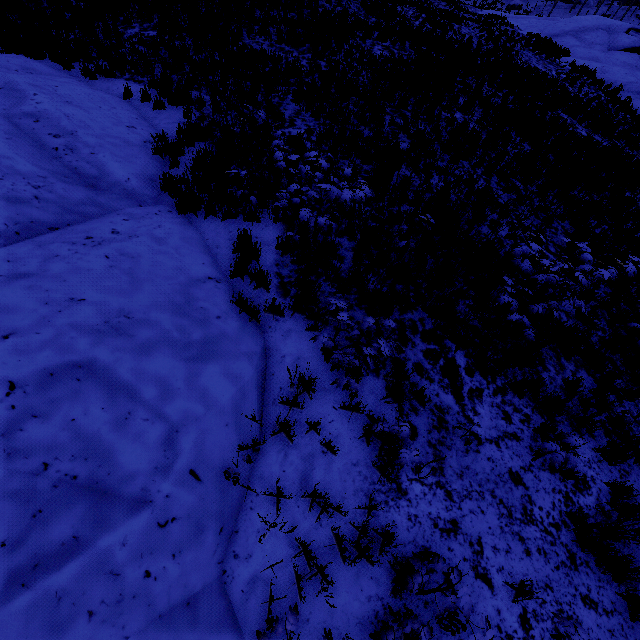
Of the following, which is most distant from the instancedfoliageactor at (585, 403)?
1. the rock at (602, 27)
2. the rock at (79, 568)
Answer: the rock at (602, 27)

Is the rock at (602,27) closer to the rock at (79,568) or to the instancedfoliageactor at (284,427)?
the instancedfoliageactor at (284,427)

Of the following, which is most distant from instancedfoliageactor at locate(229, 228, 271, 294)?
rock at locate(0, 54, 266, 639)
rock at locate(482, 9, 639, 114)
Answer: rock at locate(482, 9, 639, 114)

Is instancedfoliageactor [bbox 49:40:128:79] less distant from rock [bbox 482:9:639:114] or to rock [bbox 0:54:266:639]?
rock [bbox 0:54:266:639]

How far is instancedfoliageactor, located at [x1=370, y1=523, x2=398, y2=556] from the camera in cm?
337

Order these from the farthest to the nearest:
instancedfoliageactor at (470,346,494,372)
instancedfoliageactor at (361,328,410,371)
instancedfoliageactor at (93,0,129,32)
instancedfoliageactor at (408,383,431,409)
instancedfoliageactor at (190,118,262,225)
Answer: instancedfoliageactor at (93,0,129,32), instancedfoliageactor at (190,118,262,225), instancedfoliageactor at (470,346,494,372), instancedfoliageactor at (408,383,431,409), instancedfoliageactor at (361,328,410,371)

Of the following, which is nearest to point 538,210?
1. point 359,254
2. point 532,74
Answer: point 359,254
